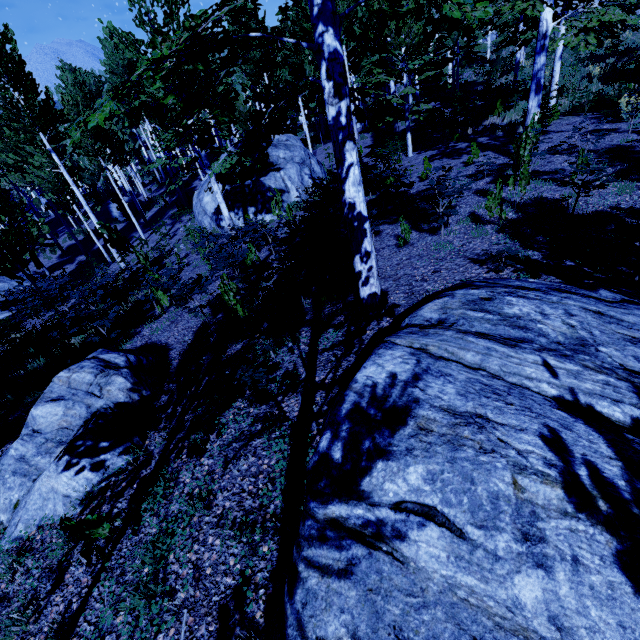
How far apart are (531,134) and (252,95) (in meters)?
6.32

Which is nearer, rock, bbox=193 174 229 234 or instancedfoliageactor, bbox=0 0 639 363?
instancedfoliageactor, bbox=0 0 639 363

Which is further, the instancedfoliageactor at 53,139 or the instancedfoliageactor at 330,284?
the instancedfoliageactor at 330,284

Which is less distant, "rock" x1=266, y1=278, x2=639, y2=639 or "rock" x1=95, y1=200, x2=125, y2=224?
"rock" x1=266, y1=278, x2=639, y2=639

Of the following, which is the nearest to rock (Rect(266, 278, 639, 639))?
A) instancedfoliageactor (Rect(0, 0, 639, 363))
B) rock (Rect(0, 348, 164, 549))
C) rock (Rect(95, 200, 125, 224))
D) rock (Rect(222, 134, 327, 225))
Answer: instancedfoliageactor (Rect(0, 0, 639, 363))

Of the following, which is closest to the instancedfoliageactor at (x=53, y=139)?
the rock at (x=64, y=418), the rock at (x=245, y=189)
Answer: the rock at (x=245, y=189)

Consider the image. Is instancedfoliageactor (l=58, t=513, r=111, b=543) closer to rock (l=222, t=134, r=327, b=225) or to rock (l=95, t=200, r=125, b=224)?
rock (l=95, t=200, r=125, b=224)
